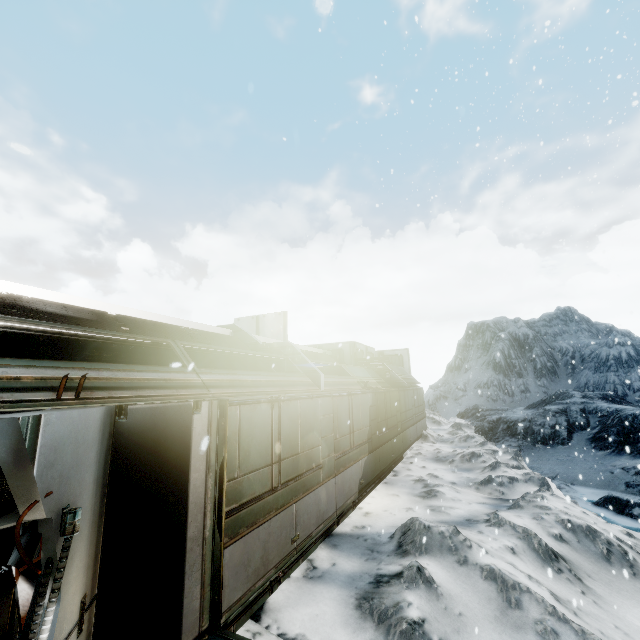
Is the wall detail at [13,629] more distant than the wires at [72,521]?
Yes

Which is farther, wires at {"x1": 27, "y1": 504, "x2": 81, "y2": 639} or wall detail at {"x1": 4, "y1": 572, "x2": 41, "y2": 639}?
wall detail at {"x1": 4, "y1": 572, "x2": 41, "y2": 639}

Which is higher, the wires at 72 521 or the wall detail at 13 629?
the wires at 72 521

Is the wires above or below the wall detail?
above

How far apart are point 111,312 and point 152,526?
4.33m
